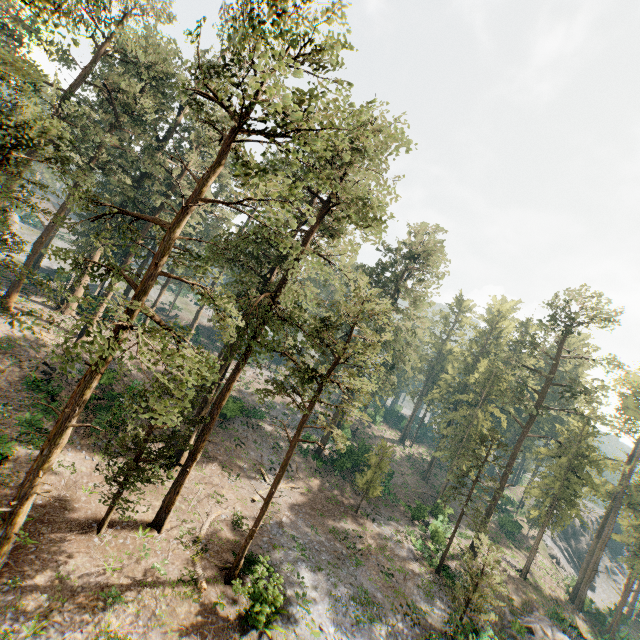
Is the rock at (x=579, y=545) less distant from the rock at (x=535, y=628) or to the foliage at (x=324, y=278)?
the foliage at (x=324, y=278)

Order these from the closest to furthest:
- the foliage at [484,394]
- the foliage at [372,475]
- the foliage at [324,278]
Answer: the foliage at [324,278], the foliage at [484,394], the foliage at [372,475]

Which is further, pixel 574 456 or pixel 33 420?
Answer: pixel 574 456

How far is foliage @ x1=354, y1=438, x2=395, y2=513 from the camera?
32.1 meters

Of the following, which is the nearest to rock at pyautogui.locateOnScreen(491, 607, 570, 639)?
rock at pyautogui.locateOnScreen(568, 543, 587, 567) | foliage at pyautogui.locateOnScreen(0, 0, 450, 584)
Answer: foliage at pyautogui.locateOnScreen(0, 0, 450, 584)

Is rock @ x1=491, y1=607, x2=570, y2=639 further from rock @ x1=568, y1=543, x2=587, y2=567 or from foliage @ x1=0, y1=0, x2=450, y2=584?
rock @ x1=568, y1=543, x2=587, y2=567

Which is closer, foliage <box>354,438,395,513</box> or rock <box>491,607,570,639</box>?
rock <box>491,607,570,639</box>
